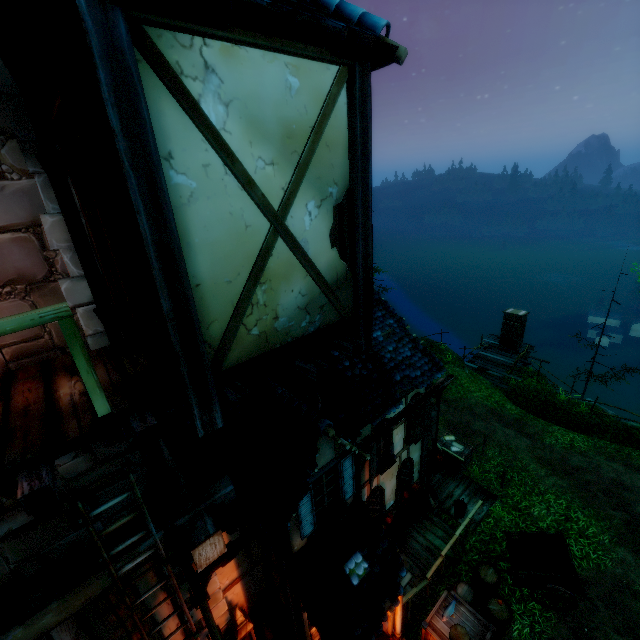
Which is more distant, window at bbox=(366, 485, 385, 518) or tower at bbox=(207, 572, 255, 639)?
window at bbox=(366, 485, 385, 518)

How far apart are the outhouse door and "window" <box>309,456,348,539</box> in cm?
1831

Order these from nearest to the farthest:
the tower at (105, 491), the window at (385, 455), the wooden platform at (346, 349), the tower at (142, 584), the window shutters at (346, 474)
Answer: the wooden platform at (346, 349) → the tower at (105, 491) → the tower at (142, 584) → the window shutters at (346, 474) → the window at (385, 455)

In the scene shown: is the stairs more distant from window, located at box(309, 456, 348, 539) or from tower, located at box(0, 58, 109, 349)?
window, located at box(309, 456, 348, 539)

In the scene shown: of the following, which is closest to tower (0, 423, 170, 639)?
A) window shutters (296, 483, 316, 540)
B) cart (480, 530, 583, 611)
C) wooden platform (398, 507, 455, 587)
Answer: window shutters (296, 483, 316, 540)

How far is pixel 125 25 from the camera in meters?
1.9 m

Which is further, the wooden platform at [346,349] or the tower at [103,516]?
the tower at [103,516]

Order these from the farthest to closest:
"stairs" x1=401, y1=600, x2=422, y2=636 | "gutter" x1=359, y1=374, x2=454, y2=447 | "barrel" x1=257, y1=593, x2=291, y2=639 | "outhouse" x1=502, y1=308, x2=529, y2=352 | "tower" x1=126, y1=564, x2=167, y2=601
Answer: "outhouse" x1=502, y1=308, x2=529, y2=352
"stairs" x1=401, y1=600, x2=422, y2=636
"gutter" x1=359, y1=374, x2=454, y2=447
"barrel" x1=257, y1=593, x2=291, y2=639
"tower" x1=126, y1=564, x2=167, y2=601
